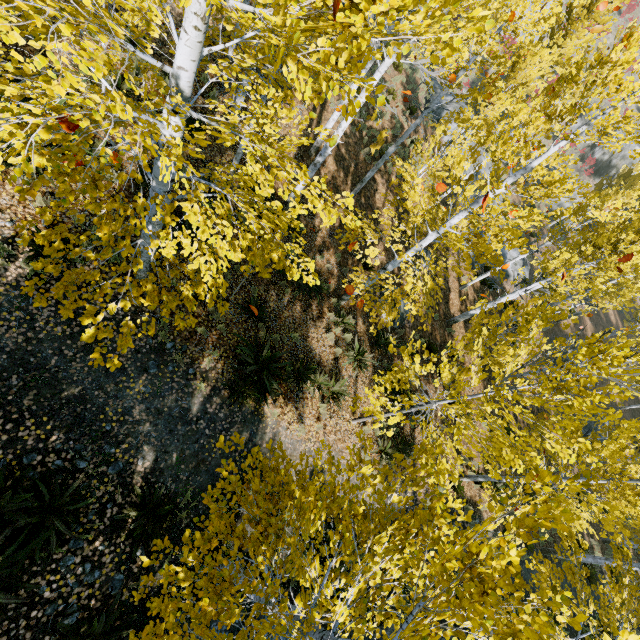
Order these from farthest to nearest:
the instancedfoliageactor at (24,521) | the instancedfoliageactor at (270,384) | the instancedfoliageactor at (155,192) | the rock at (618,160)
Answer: the rock at (618,160) < the instancedfoliageactor at (270,384) < the instancedfoliageactor at (24,521) < the instancedfoliageactor at (155,192)

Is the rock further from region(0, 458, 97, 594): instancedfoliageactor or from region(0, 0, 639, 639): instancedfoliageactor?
region(0, 458, 97, 594): instancedfoliageactor

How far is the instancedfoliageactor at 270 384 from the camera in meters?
7.2 m

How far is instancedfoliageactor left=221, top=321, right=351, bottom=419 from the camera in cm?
719

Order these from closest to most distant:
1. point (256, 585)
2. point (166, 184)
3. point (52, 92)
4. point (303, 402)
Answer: point (52, 92), point (256, 585), point (166, 184), point (303, 402)

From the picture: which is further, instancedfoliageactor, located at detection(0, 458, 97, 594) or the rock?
the rock

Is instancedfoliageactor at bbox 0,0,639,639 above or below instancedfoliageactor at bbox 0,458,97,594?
above
